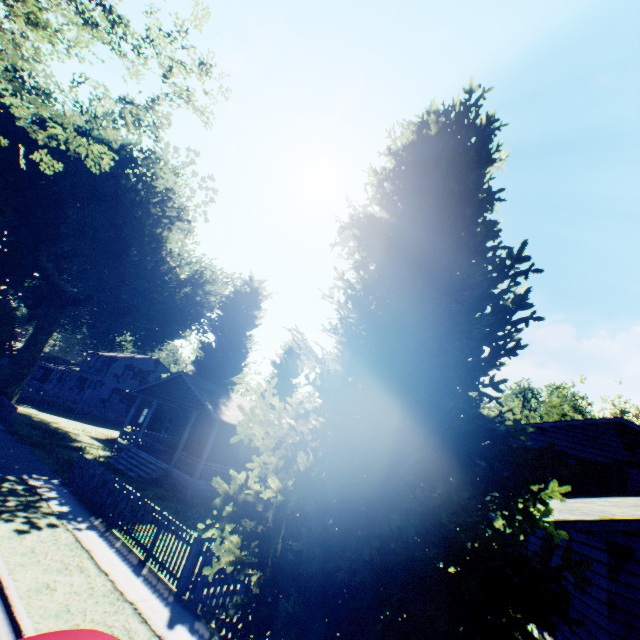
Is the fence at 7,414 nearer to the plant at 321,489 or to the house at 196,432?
the plant at 321,489

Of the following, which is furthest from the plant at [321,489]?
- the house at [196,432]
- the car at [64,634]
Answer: the car at [64,634]

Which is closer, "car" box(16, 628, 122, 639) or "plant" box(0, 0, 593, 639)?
"car" box(16, 628, 122, 639)

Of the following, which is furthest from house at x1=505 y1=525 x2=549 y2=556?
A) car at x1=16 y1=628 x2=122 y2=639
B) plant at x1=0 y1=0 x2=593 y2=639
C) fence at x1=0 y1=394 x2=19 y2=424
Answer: car at x1=16 y1=628 x2=122 y2=639

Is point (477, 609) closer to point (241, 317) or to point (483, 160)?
point (483, 160)

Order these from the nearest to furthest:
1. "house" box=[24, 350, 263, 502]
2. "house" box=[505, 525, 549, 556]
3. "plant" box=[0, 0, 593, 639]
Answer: "plant" box=[0, 0, 593, 639]
"house" box=[505, 525, 549, 556]
"house" box=[24, 350, 263, 502]

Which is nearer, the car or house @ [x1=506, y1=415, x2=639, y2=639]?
the car
